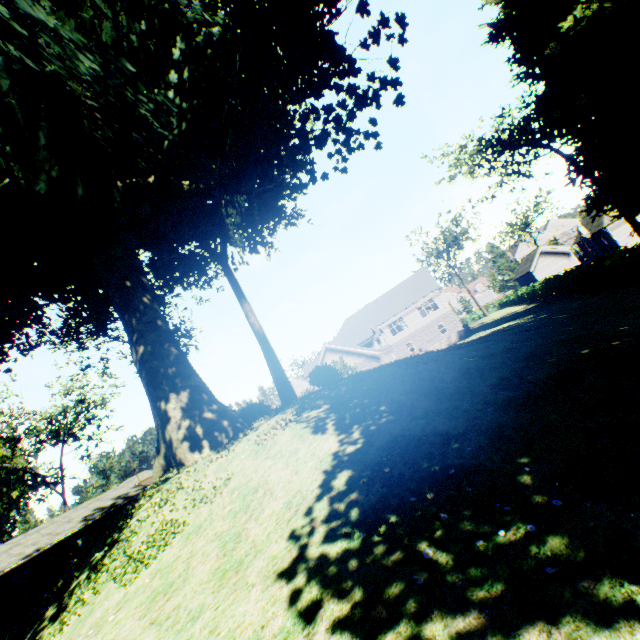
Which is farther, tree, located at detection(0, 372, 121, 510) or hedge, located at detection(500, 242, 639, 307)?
tree, located at detection(0, 372, 121, 510)

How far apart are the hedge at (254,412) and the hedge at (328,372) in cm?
273

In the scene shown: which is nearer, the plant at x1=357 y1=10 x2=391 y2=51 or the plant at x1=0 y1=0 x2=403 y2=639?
the plant at x1=0 y1=0 x2=403 y2=639

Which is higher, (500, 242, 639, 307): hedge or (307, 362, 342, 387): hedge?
(307, 362, 342, 387): hedge

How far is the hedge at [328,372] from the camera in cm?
1628

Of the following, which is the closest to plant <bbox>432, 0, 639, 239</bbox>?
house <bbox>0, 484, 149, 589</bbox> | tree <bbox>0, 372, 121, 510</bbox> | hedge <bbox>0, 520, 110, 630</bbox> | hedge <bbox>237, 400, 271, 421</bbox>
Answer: hedge <bbox>237, 400, 271, 421</bbox>

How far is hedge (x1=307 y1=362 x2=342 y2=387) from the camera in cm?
1628

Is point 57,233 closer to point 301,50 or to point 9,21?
point 9,21
